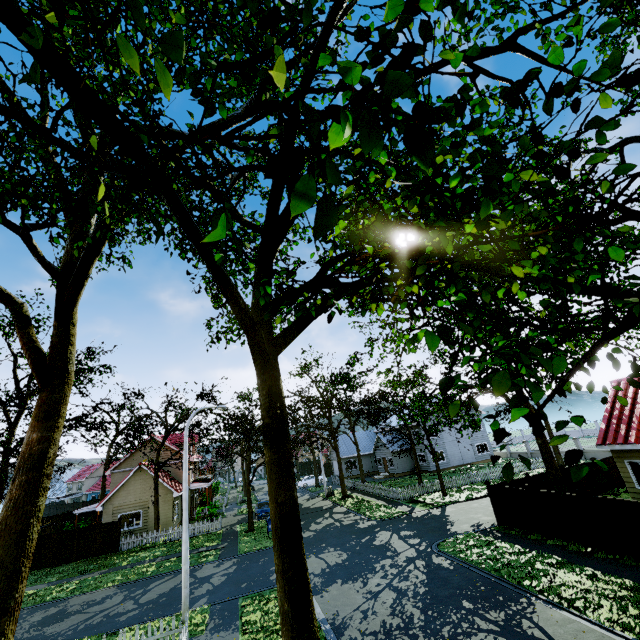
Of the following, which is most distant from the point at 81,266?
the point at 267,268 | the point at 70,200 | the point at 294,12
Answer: the point at 294,12

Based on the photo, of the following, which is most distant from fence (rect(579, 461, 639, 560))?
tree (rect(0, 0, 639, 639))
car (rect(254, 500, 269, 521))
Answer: car (rect(254, 500, 269, 521))

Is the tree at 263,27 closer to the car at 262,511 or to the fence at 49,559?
the fence at 49,559

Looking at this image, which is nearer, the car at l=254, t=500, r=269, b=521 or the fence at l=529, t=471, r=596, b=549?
the fence at l=529, t=471, r=596, b=549

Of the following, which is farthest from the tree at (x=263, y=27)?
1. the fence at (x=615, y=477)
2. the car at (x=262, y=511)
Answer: the car at (x=262, y=511)

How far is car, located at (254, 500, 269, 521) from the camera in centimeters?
2981cm
